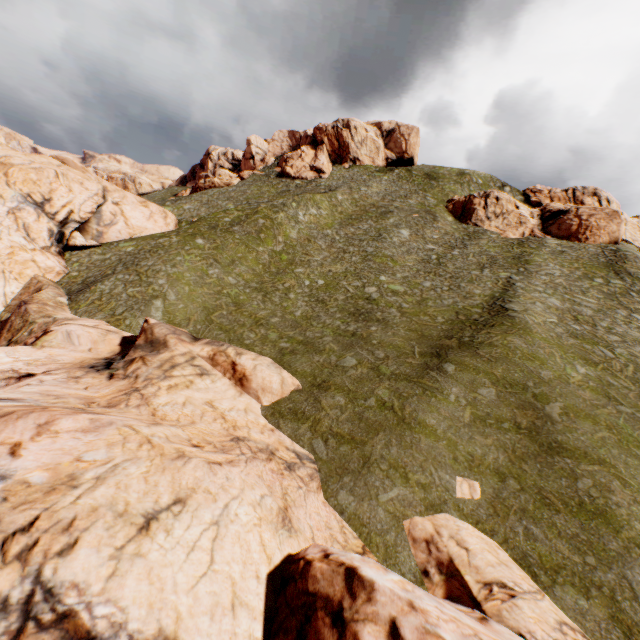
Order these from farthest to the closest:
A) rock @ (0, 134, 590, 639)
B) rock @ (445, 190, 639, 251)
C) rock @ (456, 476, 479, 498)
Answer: rock @ (445, 190, 639, 251) → rock @ (456, 476, 479, 498) → rock @ (0, 134, 590, 639)

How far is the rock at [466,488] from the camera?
13.5 meters

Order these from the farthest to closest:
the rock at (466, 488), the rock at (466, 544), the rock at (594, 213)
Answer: the rock at (594, 213), the rock at (466, 488), the rock at (466, 544)

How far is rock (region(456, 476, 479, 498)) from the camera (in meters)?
13.48

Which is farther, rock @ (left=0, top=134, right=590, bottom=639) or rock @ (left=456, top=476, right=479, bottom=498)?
rock @ (left=456, top=476, right=479, bottom=498)

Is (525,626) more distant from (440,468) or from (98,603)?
(98,603)

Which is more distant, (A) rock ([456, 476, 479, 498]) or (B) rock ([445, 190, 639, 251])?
(B) rock ([445, 190, 639, 251])
